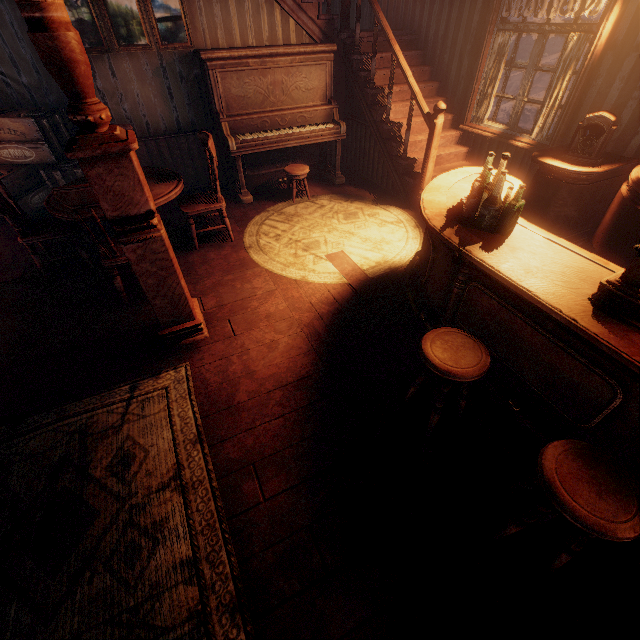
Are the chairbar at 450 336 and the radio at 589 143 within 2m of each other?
no

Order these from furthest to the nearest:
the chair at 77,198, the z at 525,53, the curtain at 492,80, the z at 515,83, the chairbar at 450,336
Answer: the z at 525,53 → the z at 515,83 → the curtain at 492,80 → the chair at 77,198 → the chairbar at 450,336

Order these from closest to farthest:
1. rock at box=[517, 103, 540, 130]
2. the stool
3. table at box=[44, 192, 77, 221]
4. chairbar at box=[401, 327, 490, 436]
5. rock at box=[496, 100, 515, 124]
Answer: chairbar at box=[401, 327, 490, 436]
table at box=[44, 192, 77, 221]
the stool
rock at box=[517, 103, 540, 130]
rock at box=[496, 100, 515, 124]

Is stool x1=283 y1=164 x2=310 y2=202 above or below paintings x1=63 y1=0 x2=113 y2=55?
below

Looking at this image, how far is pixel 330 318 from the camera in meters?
3.2 m

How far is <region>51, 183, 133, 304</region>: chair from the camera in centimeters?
257cm

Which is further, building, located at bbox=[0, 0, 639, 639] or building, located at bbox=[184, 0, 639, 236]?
building, located at bbox=[184, 0, 639, 236]

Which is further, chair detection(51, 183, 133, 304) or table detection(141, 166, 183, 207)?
table detection(141, 166, 183, 207)
